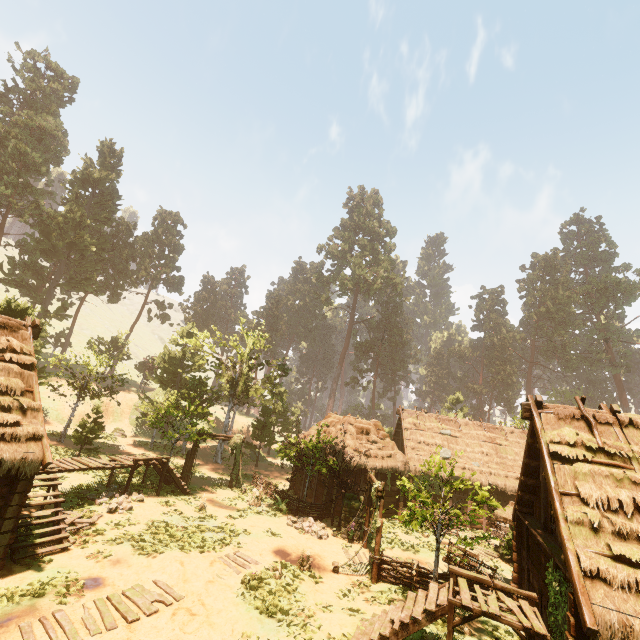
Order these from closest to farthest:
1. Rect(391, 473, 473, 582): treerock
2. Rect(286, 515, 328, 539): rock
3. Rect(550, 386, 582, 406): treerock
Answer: Rect(391, 473, 473, 582): treerock → Rect(286, 515, 328, 539): rock → Rect(550, 386, 582, 406): treerock

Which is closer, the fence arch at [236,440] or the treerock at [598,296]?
the fence arch at [236,440]

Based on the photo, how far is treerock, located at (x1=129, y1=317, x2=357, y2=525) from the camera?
21.1 meters

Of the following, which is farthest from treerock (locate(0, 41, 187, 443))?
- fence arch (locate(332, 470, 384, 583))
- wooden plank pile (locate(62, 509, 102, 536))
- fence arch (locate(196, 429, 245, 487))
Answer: wooden plank pile (locate(62, 509, 102, 536))

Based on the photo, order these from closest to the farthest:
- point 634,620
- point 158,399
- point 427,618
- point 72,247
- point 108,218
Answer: point 634,620 < point 427,618 < point 158,399 < point 72,247 < point 108,218

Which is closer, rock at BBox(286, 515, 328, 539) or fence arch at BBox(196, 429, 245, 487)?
rock at BBox(286, 515, 328, 539)

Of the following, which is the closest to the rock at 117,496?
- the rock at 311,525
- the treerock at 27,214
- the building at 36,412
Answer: the building at 36,412
